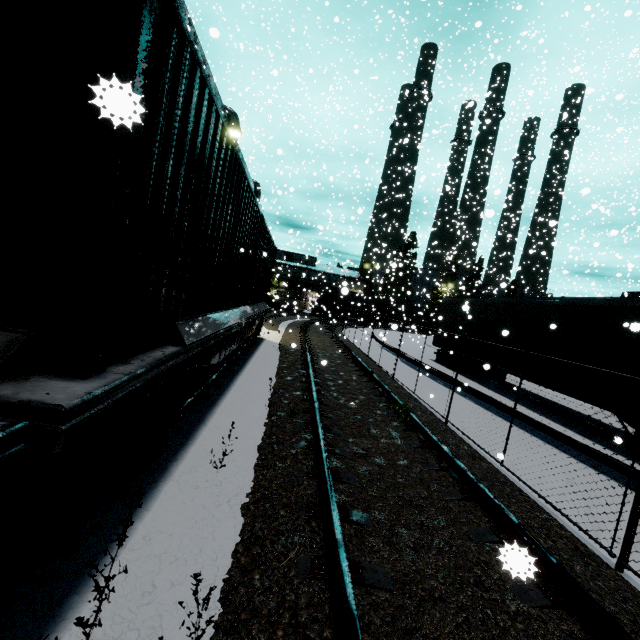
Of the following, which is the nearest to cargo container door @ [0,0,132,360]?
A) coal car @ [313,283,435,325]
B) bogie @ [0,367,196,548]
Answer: bogie @ [0,367,196,548]

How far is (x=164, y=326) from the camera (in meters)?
3.20

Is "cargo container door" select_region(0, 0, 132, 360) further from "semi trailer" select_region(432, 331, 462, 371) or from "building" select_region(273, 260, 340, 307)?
"semi trailer" select_region(432, 331, 462, 371)

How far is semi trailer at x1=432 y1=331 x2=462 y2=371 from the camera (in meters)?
15.91

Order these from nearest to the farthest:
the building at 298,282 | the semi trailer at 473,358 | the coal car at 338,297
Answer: the semi trailer at 473,358, the coal car at 338,297, the building at 298,282

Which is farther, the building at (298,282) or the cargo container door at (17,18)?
the building at (298,282)

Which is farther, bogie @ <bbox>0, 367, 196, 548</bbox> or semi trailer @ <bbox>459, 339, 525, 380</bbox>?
semi trailer @ <bbox>459, 339, 525, 380</bbox>

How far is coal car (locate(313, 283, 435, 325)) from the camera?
42.3 meters
